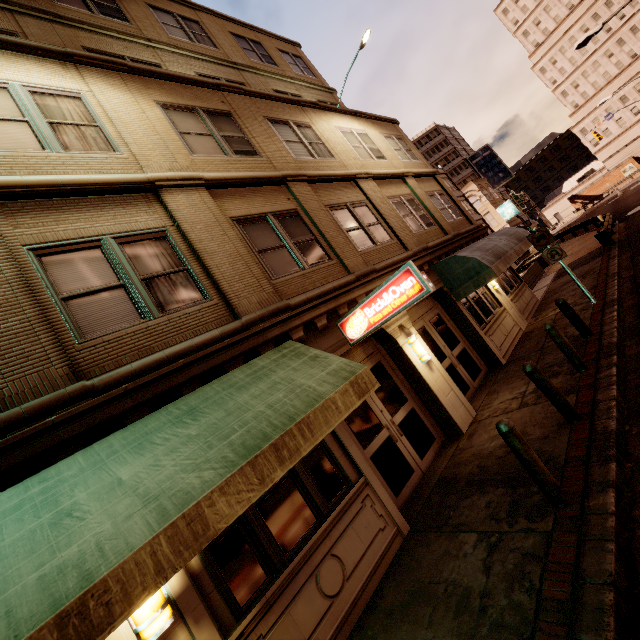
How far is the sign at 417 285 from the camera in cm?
562

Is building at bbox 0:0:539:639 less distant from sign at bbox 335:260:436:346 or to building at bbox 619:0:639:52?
sign at bbox 335:260:436:346

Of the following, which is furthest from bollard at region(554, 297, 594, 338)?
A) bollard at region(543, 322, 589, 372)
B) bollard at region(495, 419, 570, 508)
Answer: bollard at region(495, 419, 570, 508)

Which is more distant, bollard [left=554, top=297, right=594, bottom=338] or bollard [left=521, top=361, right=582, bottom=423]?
bollard [left=554, top=297, right=594, bottom=338]

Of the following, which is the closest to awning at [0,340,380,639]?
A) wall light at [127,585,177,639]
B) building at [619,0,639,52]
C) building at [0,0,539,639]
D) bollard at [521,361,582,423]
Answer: building at [0,0,539,639]

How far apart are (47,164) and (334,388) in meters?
6.1

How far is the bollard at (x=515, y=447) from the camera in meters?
4.2 m

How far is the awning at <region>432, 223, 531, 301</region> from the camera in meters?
10.1 m
